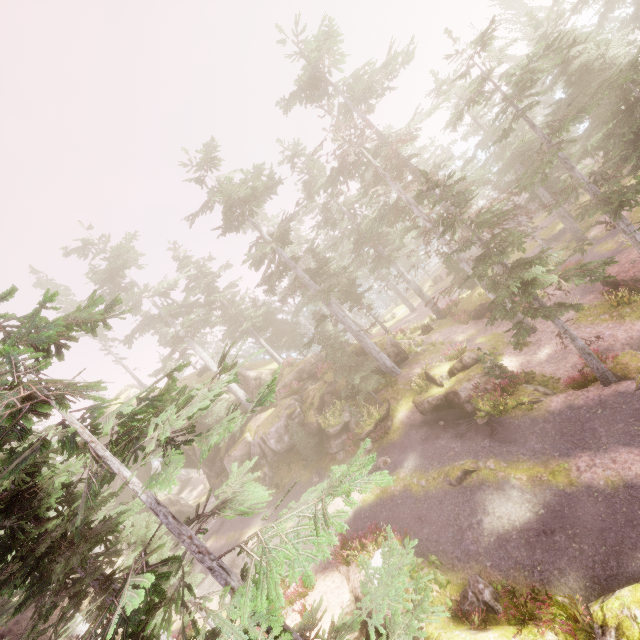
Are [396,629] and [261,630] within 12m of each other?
yes

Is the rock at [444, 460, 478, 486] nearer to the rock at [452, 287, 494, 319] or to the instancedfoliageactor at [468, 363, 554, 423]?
the instancedfoliageactor at [468, 363, 554, 423]

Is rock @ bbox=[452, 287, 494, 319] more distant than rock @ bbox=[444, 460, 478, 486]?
Yes

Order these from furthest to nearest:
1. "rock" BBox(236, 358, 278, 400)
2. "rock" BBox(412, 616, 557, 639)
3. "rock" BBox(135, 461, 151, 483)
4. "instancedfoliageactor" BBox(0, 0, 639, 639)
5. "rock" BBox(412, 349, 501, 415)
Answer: "rock" BBox(135, 461, 151, 483) → "rock" BBox(236, 358, 278, 400) → "rock" BBox(412, 349, 501, 415) → "rock" BBox(412, 616, 557, 639) → "instancedfoliageactor" BBox(0, 0, 639, 639)

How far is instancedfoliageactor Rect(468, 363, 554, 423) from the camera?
15.7m

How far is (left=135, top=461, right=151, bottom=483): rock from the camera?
34.97m

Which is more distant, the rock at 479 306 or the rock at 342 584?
the rock at 479 306
